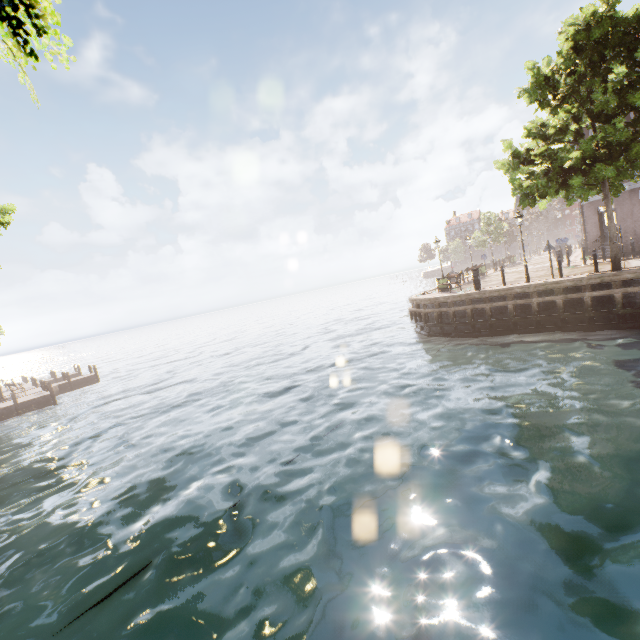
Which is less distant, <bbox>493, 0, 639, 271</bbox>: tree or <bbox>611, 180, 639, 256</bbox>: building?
<bbox>493, 0, 639, 271</bbox>: tree

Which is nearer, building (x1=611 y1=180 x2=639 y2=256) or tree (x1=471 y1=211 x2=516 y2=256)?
building (x1=611 y1=180 x2=639 y2=256)

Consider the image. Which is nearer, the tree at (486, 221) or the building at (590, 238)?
the building at (590, 238)

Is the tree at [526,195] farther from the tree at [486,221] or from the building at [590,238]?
the tree at [486,221]

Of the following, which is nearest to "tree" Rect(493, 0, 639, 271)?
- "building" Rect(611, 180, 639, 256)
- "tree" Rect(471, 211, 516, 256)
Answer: "building" Rect(611, 180, 639, 256)

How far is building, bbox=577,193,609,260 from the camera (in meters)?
21.69

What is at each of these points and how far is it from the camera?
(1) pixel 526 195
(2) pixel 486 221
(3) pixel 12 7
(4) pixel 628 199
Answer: (1) tree, 15.24m
(2) tree, 44.91m
(3) tree, 2.22m
(4) building, 19.73m
